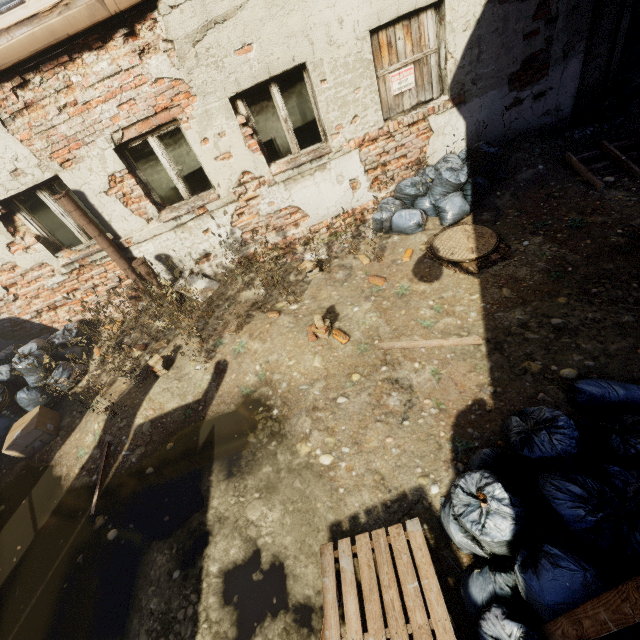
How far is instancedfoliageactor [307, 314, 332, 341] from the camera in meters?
4.2

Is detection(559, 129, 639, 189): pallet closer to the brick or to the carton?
the brick

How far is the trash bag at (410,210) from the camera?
5.05m

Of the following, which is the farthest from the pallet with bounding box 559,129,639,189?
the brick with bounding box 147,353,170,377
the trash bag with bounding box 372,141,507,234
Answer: the brick with bounding box 147,353,170,377

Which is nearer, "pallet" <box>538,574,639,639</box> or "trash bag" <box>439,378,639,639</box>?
"pallet" <box>538,574,639,639</box>

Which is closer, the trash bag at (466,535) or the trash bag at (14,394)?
the trash bag at (466,535)

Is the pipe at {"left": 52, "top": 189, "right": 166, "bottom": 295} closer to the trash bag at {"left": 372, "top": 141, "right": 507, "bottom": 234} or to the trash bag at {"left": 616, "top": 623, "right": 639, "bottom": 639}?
the trash bag at {"left": 372, "top": 141, "right": 507, "bottom": 234}

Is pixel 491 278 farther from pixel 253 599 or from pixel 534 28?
pixel 253 599
